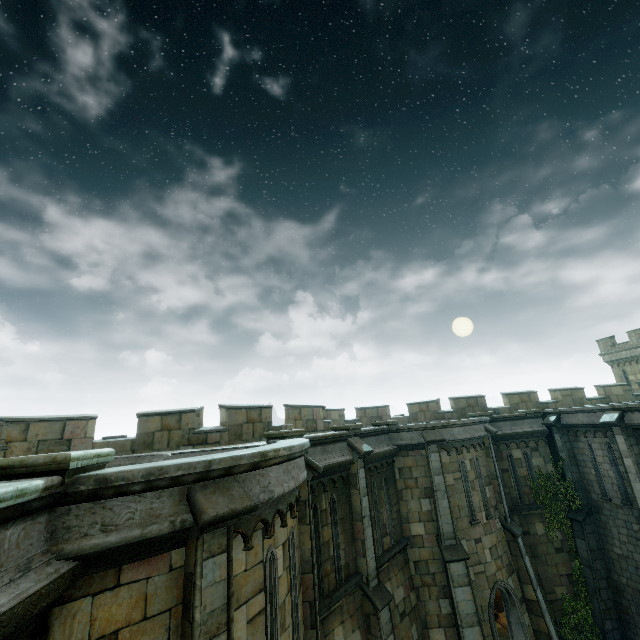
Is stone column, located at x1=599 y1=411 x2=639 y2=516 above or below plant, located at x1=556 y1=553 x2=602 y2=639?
above

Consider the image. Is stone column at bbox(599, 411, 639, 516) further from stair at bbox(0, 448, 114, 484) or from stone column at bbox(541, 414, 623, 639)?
stair at bbox(0, 448, 114, 484)

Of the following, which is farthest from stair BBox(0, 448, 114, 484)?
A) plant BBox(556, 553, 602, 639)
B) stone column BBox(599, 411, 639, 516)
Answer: plant BBox(556, 553, 602, 639)

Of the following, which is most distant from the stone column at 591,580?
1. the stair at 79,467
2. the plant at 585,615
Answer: the stair at 79,467

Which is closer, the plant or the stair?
the stair

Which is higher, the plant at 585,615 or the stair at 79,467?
the stair at 79,467

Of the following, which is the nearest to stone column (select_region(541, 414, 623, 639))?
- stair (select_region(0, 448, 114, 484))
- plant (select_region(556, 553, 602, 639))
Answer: plant (select_region(556, 553, 602, 639))

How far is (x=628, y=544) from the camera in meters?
14.2 m
